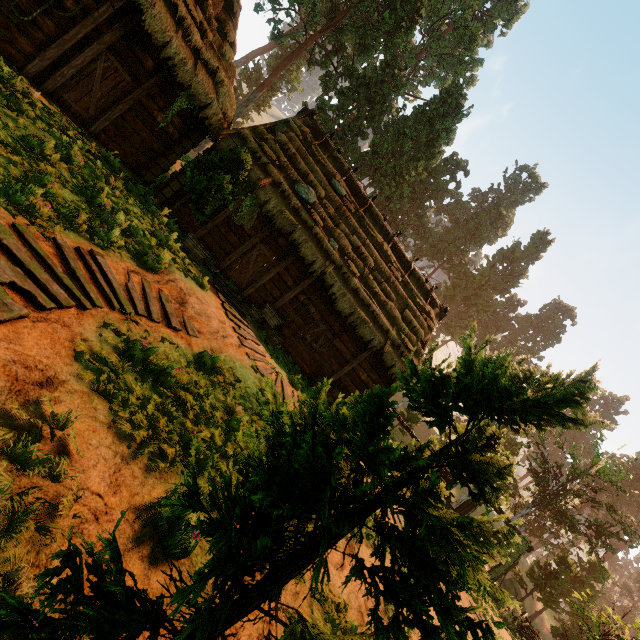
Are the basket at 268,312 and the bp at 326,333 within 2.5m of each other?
yes

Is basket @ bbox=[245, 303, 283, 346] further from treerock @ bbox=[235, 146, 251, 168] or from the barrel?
treerock @ bbox=[235, 146, 251, 168]

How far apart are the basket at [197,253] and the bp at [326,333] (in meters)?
4.24

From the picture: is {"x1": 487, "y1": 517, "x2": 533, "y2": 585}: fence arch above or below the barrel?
above

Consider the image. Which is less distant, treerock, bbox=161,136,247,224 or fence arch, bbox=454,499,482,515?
treerock, bbox=161,136,247,224

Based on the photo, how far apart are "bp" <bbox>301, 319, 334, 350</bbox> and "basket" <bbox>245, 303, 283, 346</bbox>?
1.1 meters

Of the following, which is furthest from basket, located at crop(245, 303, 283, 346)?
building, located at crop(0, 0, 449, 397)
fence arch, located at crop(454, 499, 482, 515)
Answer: fence arch, located at crop(454, 499, 482, 515)

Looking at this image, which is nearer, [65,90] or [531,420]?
[531,420]
